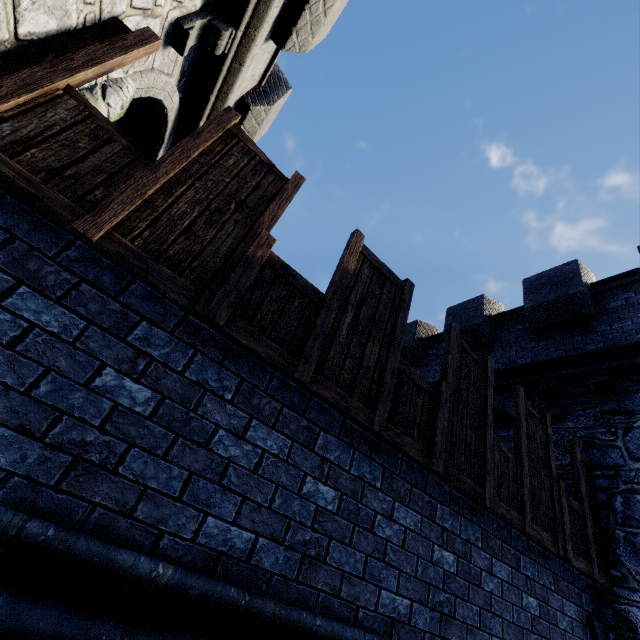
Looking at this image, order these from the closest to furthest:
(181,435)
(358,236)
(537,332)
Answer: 1. (181,435)
2. (358,236)
3. (537,332)

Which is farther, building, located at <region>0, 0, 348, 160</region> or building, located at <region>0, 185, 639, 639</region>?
building, located at <region>0, 0, 348, 160</region>

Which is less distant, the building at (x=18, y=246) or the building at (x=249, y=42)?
the building at (x=18, y=246)
